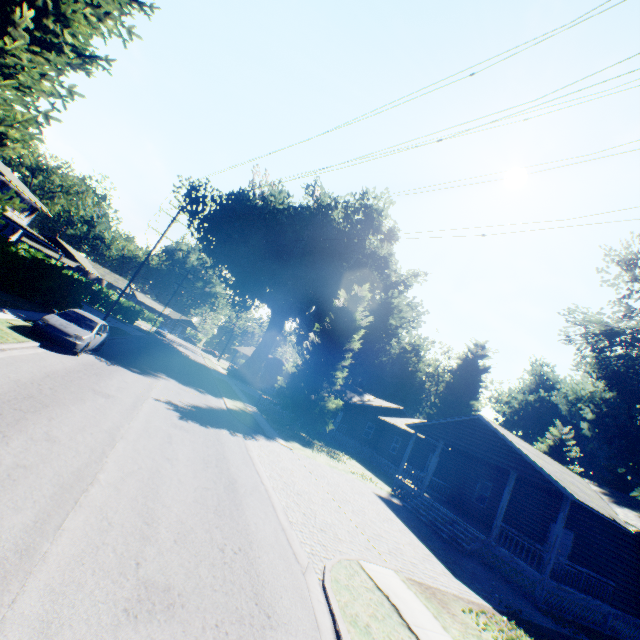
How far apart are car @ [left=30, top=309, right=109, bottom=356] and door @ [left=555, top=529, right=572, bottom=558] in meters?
25.4

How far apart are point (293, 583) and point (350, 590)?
1.4 meters

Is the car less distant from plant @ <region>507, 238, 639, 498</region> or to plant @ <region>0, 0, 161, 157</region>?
plant @ <region>0, 0, 161, 157</region>

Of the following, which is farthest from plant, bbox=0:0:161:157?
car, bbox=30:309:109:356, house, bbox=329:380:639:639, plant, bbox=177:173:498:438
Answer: house, bbox=329:380:639:639

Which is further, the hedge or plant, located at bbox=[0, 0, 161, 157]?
the hedge

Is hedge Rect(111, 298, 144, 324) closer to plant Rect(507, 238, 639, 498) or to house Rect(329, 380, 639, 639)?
plant Rect(507, 238, 639, 498)

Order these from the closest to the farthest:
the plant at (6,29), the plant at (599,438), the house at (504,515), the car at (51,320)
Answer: the plant at (6,29), the car at (51,320), the house at (504,515), the plant at (599,438)

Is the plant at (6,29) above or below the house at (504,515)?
above
